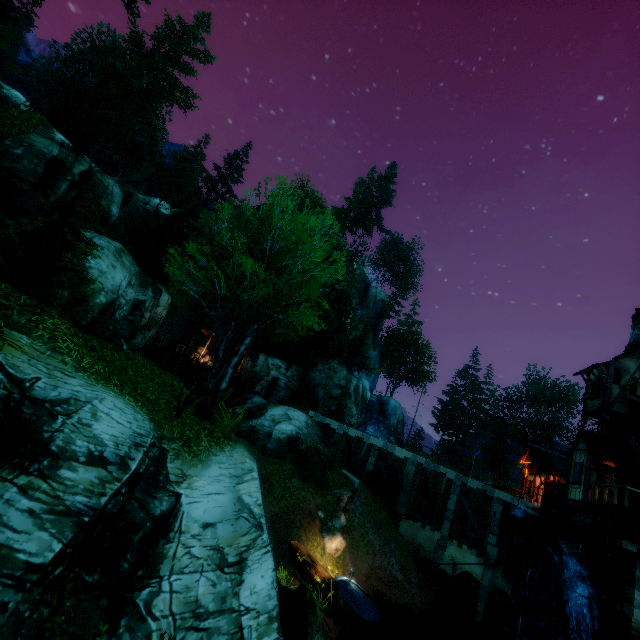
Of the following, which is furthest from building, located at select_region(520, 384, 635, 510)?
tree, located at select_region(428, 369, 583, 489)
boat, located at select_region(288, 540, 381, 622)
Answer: boat, located at select_region(288, 540, 381, 622)

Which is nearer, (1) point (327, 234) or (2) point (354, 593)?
(2) point (354, 593)

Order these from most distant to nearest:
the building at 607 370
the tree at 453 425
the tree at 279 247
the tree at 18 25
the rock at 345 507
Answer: the tree at 453 425 → the building at 607 370 → the tree at 18 25 → the rock at 345 507 → the tree at 279 247

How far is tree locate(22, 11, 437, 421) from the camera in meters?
10.1 m

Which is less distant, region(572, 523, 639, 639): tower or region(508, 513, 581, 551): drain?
region(572, 523, 639, 639): tower

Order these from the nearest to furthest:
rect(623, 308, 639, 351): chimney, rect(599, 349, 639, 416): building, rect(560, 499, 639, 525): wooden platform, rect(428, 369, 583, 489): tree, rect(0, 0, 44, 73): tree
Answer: rect(560, 499, 639, 525): wooden platform
rect(0, 0, 44, 73): tree
rect(599, 349, 639, 416): building
rect(623, 308, 639, 351): chimney
rect(428, 369, 583, 489): tree

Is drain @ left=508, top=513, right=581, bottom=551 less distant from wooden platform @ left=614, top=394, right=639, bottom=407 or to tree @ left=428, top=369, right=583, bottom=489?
wooden platform @ left=614, top=394, right=639, bottom=407

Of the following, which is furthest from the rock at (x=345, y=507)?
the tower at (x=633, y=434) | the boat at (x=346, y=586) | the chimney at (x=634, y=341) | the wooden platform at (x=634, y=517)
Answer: the chimney at (x=634, y=341)
